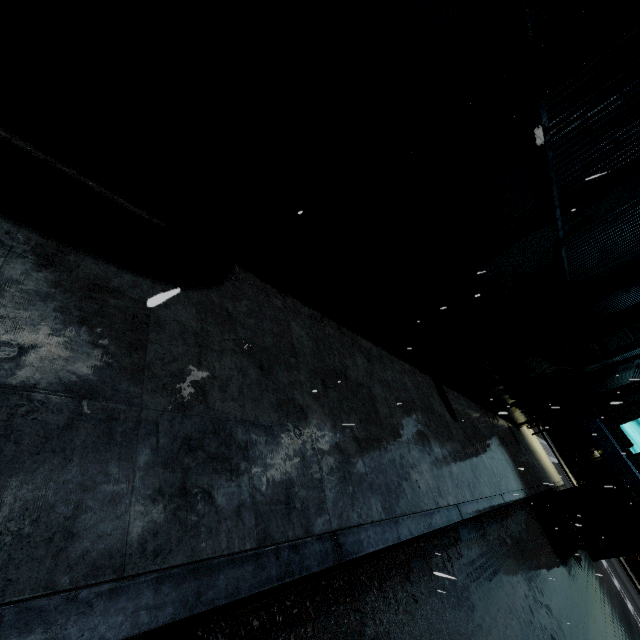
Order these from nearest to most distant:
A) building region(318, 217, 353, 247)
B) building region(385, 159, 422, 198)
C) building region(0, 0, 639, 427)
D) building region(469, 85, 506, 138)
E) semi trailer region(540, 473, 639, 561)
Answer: building region(0, 0, 639, 427)
building region(469, 85, 506, 138)
building region(385, 159, 422, 198)
building region(318, 217, 353, 247)
semi trailer region(540, 473, 639, 561)

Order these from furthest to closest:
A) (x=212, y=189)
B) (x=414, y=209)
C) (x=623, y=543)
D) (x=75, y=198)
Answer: (x=623, y=543) → (x=414, y=209) → (x=212, y=189) → (x=75, y=198)

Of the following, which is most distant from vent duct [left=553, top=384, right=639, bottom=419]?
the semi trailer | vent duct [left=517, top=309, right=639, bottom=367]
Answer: vent duct [left=517, top=309, right=639, bottom=367]

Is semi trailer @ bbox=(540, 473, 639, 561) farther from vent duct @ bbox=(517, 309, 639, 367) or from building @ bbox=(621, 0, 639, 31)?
vent duct @ bbox=(517, 309, 639, 367)

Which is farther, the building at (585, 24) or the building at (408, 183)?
the building at (408, 183)

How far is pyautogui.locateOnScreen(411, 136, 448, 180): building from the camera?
4.86m

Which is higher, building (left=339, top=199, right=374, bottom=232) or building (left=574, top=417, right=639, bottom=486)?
building (left=574, top=417, right=639, bottom=486)
